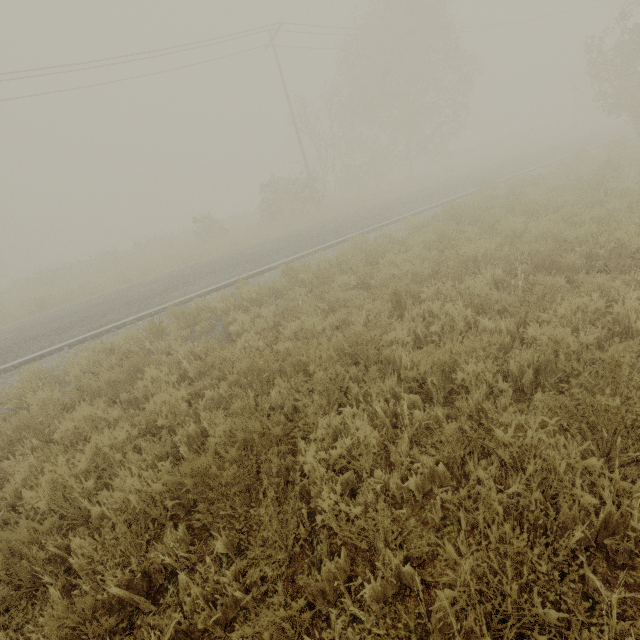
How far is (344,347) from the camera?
4.5 meters
